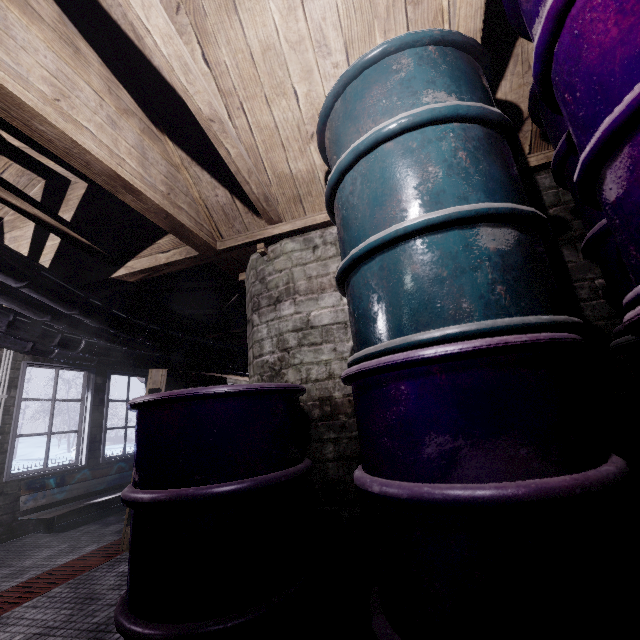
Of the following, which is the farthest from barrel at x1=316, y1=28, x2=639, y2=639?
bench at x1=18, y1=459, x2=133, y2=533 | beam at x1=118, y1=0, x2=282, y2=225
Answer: bench at x1=18, y1=459, x2=133, y2=533

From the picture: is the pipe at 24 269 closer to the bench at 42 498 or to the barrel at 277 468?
the barrel at 277 468

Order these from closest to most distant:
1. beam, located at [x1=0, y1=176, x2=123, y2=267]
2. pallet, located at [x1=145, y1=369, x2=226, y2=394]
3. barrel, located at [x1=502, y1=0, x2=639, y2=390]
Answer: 1. barrel, located at [x1=502, y1=0, x2=639, y2=390]
2. beam, located at [x1=0, y1=176, x2=123, y2=267]
3. pallet, located at [x1=145, y1=369, x2=226, y2=394]

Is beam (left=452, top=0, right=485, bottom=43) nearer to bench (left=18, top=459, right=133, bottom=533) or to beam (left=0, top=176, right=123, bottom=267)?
beam (left=0, top=176, right=123, bottom=267)

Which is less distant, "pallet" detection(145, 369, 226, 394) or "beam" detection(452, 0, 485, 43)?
"beam" detection(452, 0, 485, 43)

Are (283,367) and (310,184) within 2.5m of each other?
yes

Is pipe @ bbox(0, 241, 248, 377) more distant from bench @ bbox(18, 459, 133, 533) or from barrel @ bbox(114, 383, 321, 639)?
bench @ bbox(18, 459, 133, 533)

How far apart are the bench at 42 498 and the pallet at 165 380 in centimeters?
78cm
